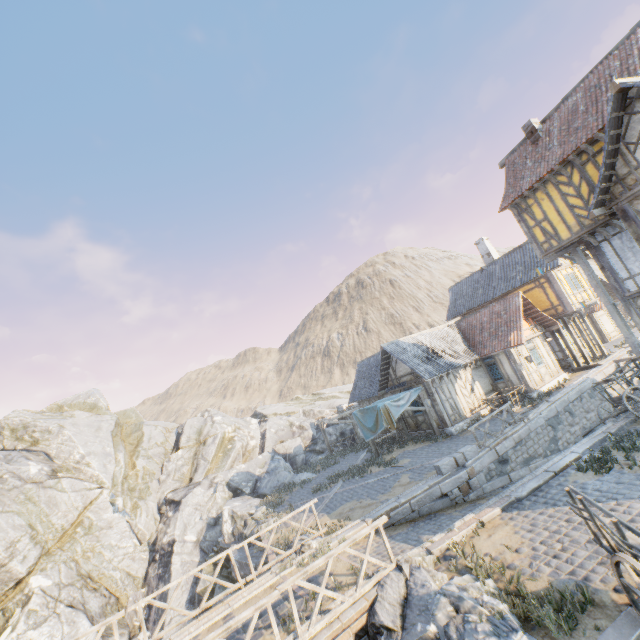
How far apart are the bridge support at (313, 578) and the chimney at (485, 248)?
25.53m

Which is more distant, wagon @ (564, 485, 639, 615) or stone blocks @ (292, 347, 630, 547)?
stone blocks @ (292, 347, 630, 547)

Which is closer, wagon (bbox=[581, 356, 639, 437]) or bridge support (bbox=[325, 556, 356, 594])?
bridge support (bbox=[325, 556, 356, 594])

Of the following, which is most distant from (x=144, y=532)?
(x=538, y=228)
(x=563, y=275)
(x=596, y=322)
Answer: (x=596, y=322)

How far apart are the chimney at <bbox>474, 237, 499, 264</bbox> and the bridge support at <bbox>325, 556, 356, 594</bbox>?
25.53m

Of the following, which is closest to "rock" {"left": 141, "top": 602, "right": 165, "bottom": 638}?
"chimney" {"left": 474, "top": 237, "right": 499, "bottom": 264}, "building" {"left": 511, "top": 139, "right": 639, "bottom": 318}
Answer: "building" {"left": 511, "top": 139, "right": 639, "bottom": 318}

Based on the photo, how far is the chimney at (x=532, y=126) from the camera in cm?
1527

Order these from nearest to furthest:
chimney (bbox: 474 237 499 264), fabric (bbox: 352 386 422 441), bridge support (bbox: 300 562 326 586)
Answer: bridge support (bbox: 300 562 326 586)
fabric (bbox: 352 386 422 441)
chimney (bbox: 474 237 499 264)
